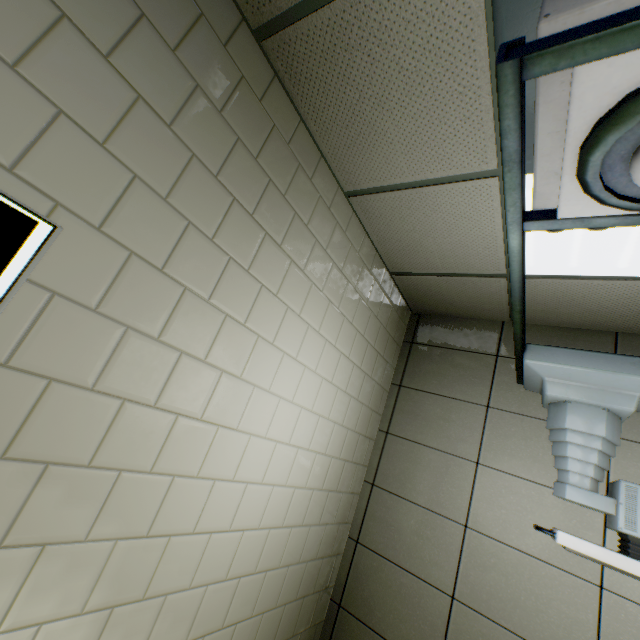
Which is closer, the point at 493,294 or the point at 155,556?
the point at 155,556
